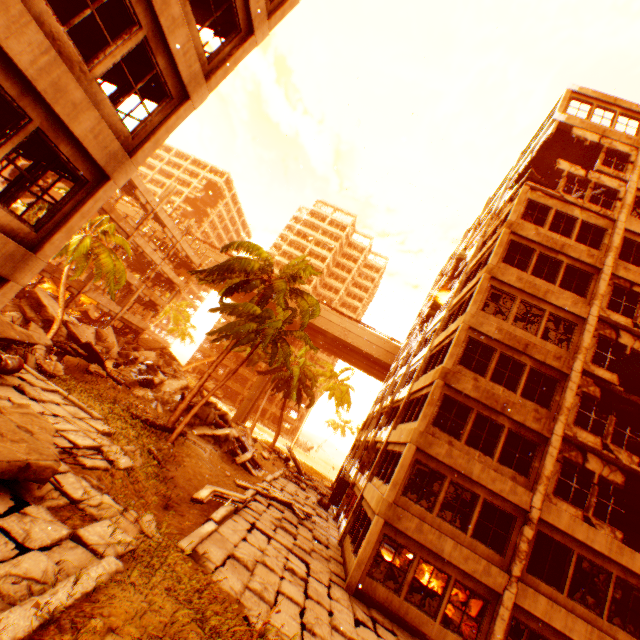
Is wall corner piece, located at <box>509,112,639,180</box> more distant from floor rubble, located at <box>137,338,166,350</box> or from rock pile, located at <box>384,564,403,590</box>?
floor rubble, located at <box>137,338,166,350</box>

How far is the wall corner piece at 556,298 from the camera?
15.1m

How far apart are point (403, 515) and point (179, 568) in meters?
8.7

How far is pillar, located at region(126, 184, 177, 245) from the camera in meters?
27.8 m

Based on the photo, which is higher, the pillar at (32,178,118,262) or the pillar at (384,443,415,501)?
the pillar at (32,178,118,262)

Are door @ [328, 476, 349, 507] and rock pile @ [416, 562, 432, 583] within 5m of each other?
no

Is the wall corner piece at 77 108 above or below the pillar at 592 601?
above

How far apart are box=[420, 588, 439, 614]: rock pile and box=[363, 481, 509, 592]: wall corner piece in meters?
2.0 m
